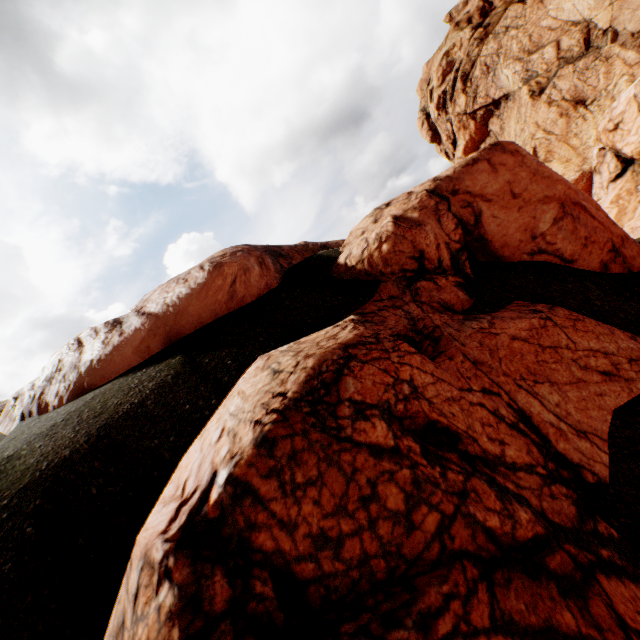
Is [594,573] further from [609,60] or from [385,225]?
[609,60]
